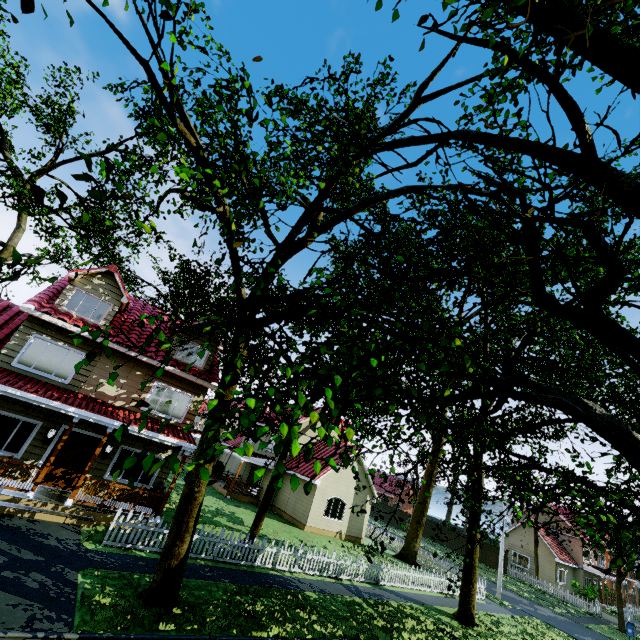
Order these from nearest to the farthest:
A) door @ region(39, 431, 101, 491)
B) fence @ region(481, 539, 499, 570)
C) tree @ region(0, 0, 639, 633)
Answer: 1. tree @ region(0, 0, 639, 633)
2. door @ region(39, 431, 101, 491)
3. fence @ region(481, 539, 499, 570)

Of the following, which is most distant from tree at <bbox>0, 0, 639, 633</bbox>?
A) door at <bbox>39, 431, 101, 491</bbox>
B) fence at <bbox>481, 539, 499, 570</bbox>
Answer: door at <bbox>39, 431, 101, 491</bbox>

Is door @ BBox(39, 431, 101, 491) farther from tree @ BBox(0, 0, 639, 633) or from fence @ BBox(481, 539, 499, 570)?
tree @ BBox(0, 0, 639, 633)

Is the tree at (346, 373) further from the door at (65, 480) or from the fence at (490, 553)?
the door at (65, 480)

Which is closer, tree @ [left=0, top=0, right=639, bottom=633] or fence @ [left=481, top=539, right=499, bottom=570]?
tree @ [left=0, top=0, right=639, bottom=633]

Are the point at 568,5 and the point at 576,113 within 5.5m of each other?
yes

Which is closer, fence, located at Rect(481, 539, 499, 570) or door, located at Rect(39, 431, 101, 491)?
door, located at Rect(39, 431, 101, 491)

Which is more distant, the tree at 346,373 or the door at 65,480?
the door at 65,480
